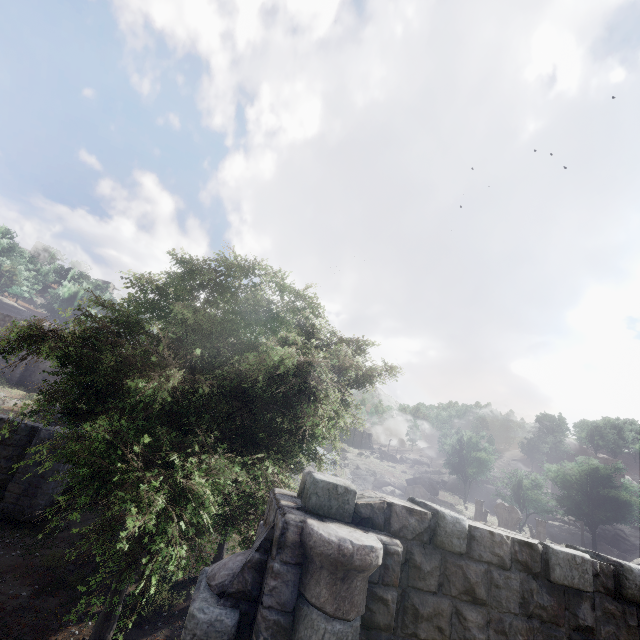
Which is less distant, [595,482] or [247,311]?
[247,311]

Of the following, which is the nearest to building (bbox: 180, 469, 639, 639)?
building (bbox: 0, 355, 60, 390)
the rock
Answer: the rock

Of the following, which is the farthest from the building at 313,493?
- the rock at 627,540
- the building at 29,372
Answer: the building at 29,372

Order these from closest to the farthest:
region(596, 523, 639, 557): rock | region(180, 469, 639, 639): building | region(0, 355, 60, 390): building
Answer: region(180, 469, 639, 639): building, region(0, 355, 60, 390): building, region(596, 523, 639, 557): rock

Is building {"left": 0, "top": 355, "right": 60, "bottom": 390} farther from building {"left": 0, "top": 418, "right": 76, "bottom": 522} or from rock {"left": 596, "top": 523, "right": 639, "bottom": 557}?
rock {"left": 596, "top": 523, "right": 639, "bottom": 557}
